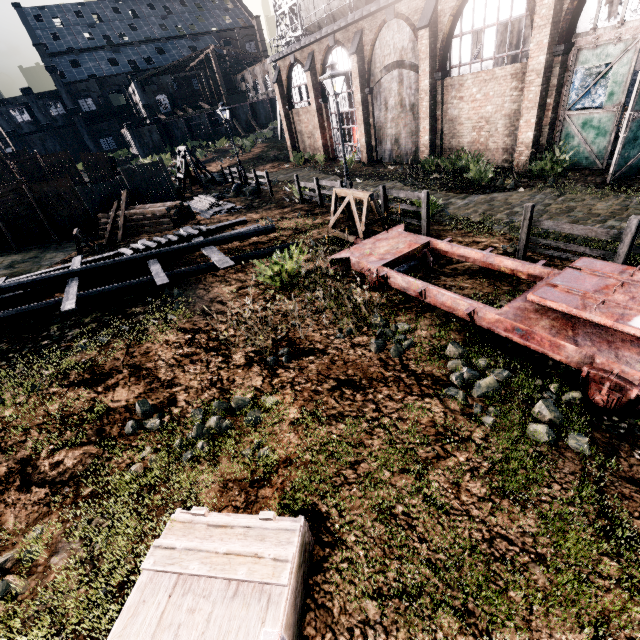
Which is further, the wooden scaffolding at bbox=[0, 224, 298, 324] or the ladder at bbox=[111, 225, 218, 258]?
the ladder at bbox=[111, 225, 218, 258]

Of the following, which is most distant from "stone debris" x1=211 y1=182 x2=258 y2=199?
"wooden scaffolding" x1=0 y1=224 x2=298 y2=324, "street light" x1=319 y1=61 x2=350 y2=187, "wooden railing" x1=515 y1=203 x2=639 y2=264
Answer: "wooden railing" x1=515 y1=203 x2=639 y2=264

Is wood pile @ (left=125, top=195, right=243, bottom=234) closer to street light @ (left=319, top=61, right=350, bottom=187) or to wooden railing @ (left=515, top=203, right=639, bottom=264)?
street light @ (left=319, top=61, right=350, bottom=187)

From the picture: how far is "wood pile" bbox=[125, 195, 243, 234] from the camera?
18.19m

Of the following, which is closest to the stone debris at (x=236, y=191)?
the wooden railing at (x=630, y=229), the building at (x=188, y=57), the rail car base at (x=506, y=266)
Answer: the rail car base at (x=506, y=266)

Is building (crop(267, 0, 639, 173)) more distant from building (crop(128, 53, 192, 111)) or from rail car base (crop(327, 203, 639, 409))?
rail car base (crop(327, 203, 639, 409))

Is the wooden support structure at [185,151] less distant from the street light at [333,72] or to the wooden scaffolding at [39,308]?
the wooden scaffolding at [39,308]

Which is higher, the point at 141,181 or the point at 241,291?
the point at 141,181
